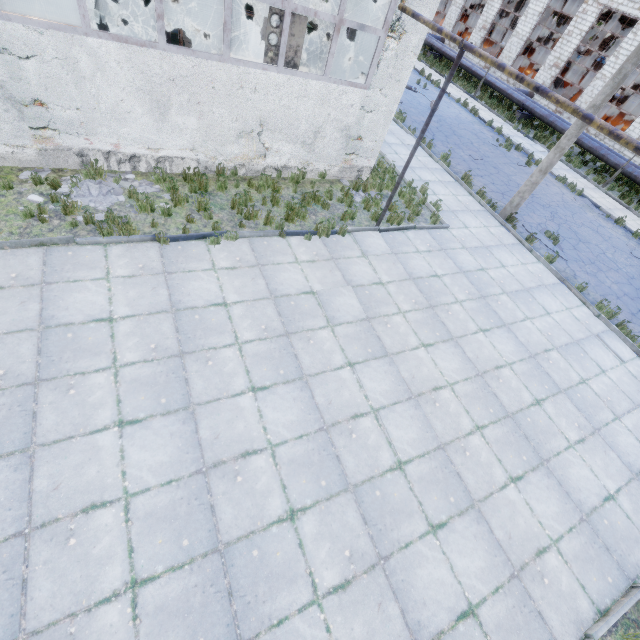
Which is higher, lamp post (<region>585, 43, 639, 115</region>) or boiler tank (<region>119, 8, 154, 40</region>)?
lamp post (<region>585, 43, 639, 115</region>)

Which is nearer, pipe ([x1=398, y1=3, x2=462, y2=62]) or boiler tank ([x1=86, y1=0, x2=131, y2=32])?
pipe ([x1=398, y1=3, x2=462, y2=62])

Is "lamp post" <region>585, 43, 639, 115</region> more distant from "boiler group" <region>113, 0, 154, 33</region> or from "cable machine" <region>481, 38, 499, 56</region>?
"cable machine" <region>481, 38, 499, 56</region>

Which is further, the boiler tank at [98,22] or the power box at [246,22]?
the power box at [246,22]

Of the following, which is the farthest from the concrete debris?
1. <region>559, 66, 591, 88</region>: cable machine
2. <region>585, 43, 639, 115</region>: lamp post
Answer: <region>559, 66, 591, 88</region>: cable machine

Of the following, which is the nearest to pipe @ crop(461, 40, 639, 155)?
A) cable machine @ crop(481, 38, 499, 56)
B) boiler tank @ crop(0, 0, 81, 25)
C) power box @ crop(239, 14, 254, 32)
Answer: cable machine @ crop(481, 38, 499, 56)

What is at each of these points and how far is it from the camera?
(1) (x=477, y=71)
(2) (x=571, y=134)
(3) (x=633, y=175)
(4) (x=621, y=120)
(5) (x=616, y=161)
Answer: (1) pipe, 26.5 meters
(2) lamp post, 10.3 meters
(3) pipe, 19.2 meters
(4) cable machine, 24.7 meters
(5) pipe, 19.8 meters

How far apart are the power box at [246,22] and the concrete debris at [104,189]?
15.4 meters
